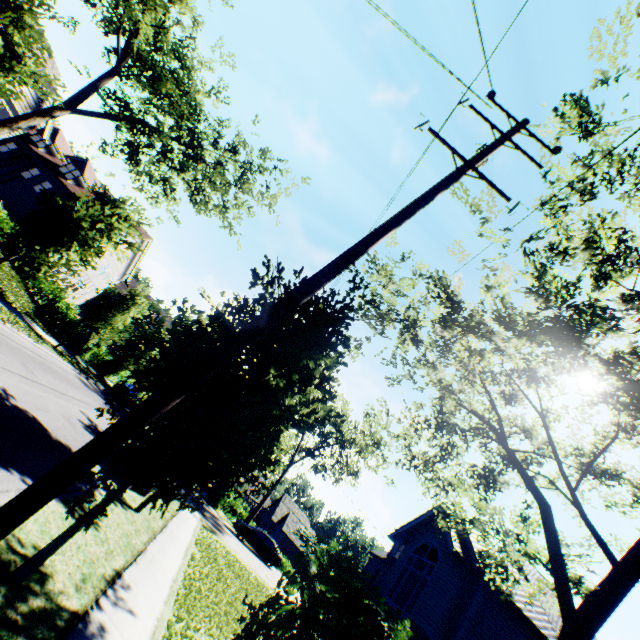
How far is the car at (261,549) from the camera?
26.3m

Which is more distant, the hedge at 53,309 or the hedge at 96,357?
the hedge at 96,357

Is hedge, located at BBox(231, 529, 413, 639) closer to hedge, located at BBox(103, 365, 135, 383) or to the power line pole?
the power line pole

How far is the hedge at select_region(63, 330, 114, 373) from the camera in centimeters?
2352cm

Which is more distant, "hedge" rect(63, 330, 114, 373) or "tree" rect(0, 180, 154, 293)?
"hedge" rect(63, 330, 114, 373)

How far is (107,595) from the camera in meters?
5.7 m

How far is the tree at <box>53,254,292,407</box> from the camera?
5.21m

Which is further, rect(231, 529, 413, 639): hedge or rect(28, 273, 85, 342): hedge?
rect(28, 273, 85, 342): hedge
